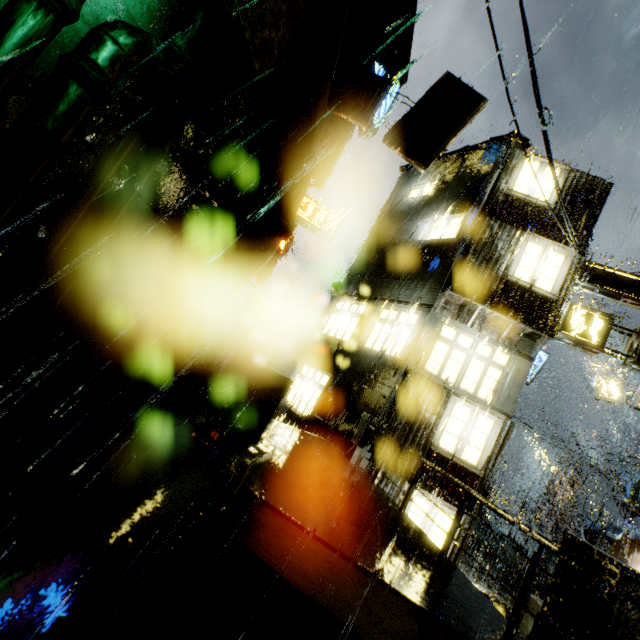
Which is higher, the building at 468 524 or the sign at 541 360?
the sign at 541 360

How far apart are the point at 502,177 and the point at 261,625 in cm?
1378

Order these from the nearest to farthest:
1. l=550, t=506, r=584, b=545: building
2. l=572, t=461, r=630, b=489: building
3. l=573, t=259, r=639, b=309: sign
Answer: l=573, t=259, r=639, b=309: sign < l=572, t=461, r=630, b=489: building < l=550, t=506, r=584, b=545: building

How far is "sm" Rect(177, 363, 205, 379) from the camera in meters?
11.9

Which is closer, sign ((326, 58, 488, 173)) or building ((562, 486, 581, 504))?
sign ((326, 58, 488, 173))

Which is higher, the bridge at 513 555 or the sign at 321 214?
the sign at 321 214

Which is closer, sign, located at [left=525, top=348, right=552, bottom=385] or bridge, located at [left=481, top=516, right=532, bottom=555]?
sign, located at [left=525, top=348, right=552, bottom=385]

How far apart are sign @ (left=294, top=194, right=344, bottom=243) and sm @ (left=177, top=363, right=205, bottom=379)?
10.1 meters
